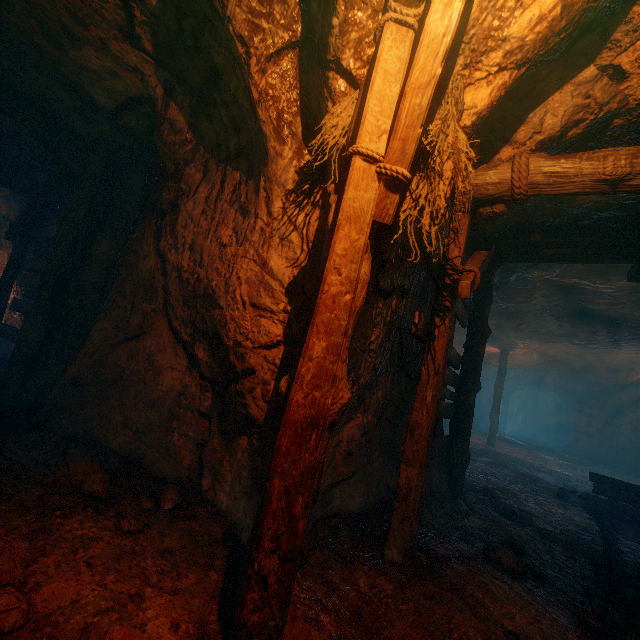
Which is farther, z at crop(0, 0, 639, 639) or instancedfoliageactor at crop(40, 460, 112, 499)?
instancedfoliageactor at crop(40, 460, 112, 499)

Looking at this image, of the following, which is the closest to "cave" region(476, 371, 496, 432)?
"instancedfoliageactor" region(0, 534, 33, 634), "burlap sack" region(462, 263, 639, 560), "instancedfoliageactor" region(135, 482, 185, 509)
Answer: "burlap sack" region(462, 263, 639, 560)

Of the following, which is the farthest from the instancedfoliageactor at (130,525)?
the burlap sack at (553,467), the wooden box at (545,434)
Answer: the wooden box at (545,434)

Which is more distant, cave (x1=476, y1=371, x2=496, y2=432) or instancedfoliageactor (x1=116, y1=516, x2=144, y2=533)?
cave (x1=476, y1=371, x2=496, y2=432)

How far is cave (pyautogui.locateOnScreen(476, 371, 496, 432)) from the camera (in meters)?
24.47

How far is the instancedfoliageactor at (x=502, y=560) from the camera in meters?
3.2 m

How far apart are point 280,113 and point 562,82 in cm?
246

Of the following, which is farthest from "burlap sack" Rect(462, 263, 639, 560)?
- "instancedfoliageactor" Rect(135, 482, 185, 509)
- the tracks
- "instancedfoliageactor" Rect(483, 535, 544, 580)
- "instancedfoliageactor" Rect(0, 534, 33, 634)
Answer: "instancedfoliageactor" Rect(0, 534, 33, 634)
